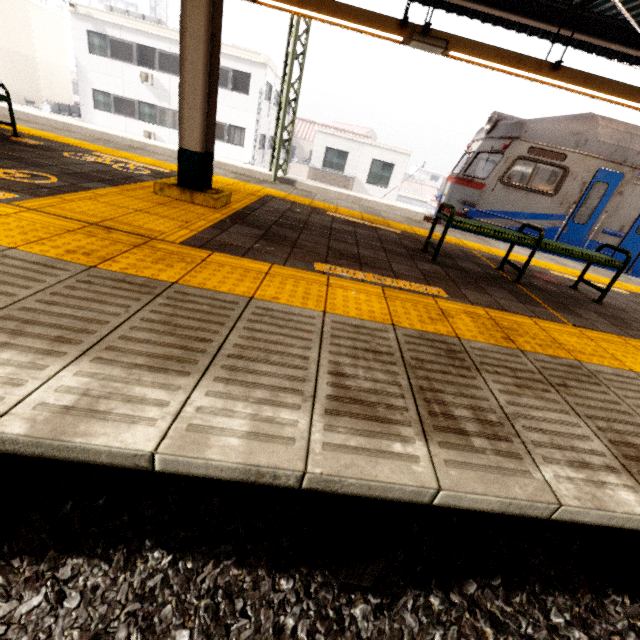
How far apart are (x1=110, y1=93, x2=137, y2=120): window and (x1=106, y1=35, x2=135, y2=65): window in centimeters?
172cm

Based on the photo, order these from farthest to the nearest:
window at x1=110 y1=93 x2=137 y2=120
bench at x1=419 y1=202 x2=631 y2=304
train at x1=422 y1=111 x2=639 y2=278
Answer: window at x1=110 y1=93 x2=137 y2=120
train at x1=422 y1=111 x2=639 y2=278
bench at x1=419 y1=202 x2=631 y2=304

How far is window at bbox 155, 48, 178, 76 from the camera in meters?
19.8

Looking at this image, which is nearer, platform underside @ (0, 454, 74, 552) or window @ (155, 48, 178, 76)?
platform underside @ (0, 454, 74, 552)

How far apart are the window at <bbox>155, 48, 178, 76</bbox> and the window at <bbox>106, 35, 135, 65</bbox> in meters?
1.1 m

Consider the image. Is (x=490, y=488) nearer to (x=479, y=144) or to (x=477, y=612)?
(x=477, y=612)

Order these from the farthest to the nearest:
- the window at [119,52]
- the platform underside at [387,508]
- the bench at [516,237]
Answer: the window at [119,52], the bench at [516,237], the platform underside at [387,508]

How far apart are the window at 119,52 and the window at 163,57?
1.05m
